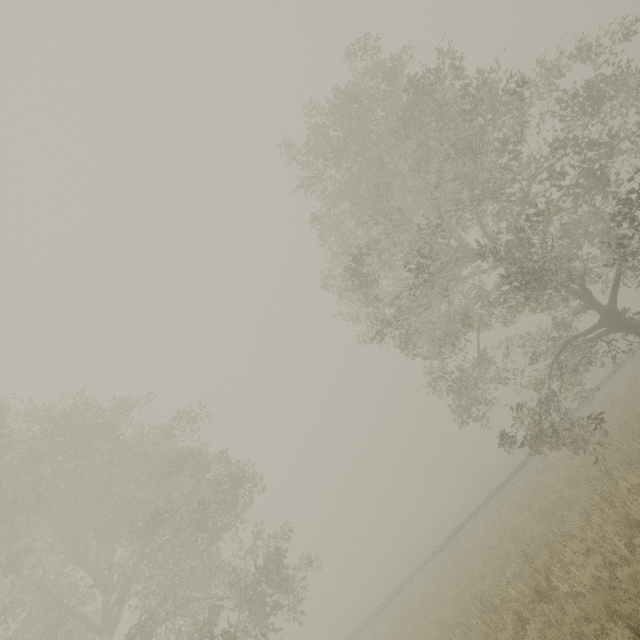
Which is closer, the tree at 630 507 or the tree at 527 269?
the tree at 630 507

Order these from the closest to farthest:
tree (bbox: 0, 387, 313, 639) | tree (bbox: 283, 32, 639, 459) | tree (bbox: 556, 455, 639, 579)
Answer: tree (bbox: 556, 455, 639, 579), tree (bbox: 283, 32, 639, 459), tree (bbox: 0, 387, 313, 639)

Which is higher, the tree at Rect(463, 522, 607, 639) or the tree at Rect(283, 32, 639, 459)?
the tree at Rect(283, 32, 639, 459)

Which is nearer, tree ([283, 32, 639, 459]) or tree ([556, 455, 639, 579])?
tree ([556, 455, 639, 579])

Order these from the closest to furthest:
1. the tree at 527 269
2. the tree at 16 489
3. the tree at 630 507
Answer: the tree at 630 507
the tree at 527 269
the tree at 16 489

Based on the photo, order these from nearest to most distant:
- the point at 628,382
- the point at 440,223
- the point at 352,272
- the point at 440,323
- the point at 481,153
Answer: the point at 481,153
the point at 352,272
the point at 440,323
the point at 628,382
the point at 440,223
